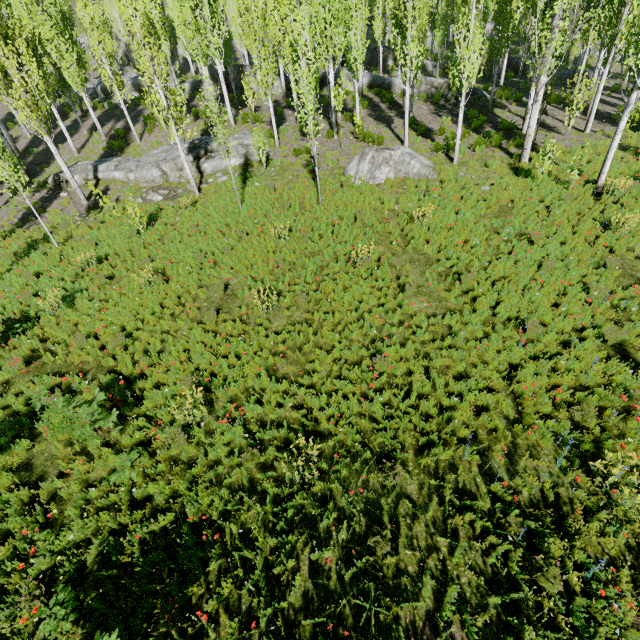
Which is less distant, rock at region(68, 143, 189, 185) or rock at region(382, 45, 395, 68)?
rock at region(68, 143, 189, 185)

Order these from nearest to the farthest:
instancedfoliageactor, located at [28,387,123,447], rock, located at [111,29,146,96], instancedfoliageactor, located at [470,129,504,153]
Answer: instancedfoliageactor, located at [28,387,123,447]
instancedfoliageactor, located at [470,129,504,153]
rock, located at [111,29,146,96]

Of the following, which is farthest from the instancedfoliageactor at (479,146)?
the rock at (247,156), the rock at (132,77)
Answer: the rock at (247,156)

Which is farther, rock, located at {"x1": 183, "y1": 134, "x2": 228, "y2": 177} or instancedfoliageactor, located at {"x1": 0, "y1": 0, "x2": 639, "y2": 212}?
rock, located at {"x1": 183, "y1": 134, "x2": 228, "y2": 177}

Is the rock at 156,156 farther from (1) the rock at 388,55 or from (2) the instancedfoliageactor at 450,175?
(1) the rock at 388,55

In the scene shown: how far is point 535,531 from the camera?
5.00m

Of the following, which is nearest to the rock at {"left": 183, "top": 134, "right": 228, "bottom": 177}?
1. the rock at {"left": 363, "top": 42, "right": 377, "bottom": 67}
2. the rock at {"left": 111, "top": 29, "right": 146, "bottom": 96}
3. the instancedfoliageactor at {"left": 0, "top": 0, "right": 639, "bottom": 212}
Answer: the instancedfoliageactor at {"left": 0, "top": 0, "right": 639, "bottom": 212}

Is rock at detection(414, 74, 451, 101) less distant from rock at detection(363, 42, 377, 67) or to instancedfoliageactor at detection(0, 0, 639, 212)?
instancedfoliageactor at detection(0, 0, 639, 212)
